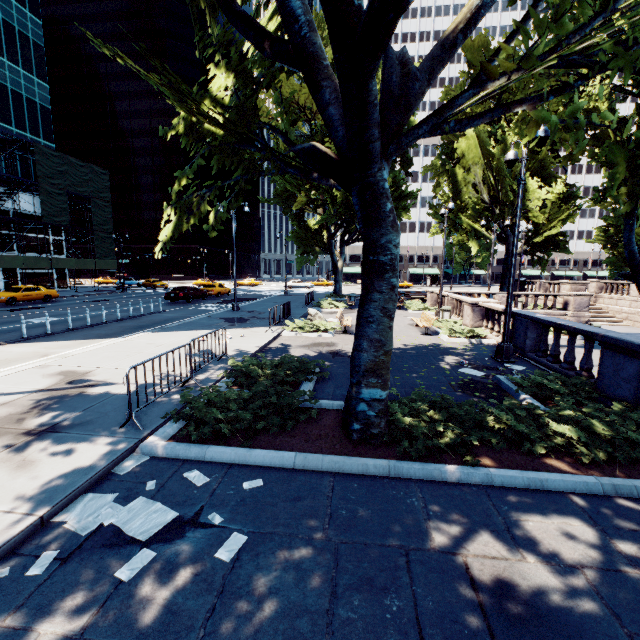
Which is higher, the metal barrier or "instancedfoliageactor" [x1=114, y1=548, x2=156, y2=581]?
the metal barrier

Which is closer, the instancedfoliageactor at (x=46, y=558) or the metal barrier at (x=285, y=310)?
the instancedfoliageactor at (x=46, y=558)

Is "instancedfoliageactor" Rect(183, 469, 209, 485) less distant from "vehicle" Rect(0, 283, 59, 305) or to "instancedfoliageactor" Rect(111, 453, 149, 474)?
"instancedfoliageactor" Rect(111, 453, 149, 474)

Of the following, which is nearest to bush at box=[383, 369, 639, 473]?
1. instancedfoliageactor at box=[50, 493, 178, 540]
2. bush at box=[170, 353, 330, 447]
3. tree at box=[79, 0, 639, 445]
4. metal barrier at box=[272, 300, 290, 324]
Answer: tree at box=[79, 0, 639, 445]

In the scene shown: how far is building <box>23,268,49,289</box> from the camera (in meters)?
36.75

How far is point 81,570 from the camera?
3.23m

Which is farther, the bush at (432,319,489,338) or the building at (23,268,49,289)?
the building at (23,268,49,289)

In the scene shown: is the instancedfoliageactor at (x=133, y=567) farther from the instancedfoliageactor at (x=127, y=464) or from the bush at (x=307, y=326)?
the bush at (x=307, y=326)
